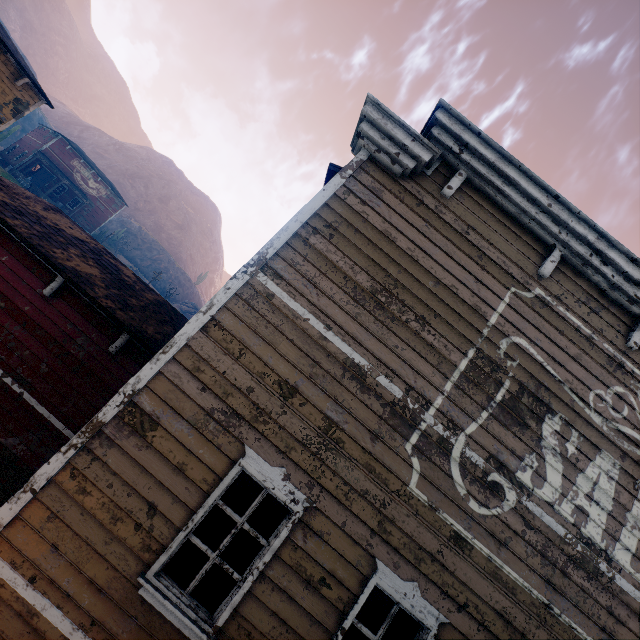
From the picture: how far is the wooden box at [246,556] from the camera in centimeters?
405cm

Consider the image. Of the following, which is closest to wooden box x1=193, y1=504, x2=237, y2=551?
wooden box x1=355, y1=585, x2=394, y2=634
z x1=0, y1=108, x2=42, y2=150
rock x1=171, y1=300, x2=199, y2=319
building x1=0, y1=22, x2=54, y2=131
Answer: building x1=0, y1=22, x2=54, y2=131

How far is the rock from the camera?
54.6m

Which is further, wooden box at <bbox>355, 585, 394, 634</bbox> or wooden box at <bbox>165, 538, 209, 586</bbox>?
wooden box at <bbox>355, 585, 394, 634</bbox>

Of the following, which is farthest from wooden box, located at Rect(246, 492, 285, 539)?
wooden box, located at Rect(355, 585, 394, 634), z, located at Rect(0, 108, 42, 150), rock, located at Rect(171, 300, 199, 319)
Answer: rock, located at Rect(171, 300, 199, 319)

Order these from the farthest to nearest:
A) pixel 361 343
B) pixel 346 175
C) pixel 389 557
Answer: pixel 346 175
pixel 361 343
pixel 389 557

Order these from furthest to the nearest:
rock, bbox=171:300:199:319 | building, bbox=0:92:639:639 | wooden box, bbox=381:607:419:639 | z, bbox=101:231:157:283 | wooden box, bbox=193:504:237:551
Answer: rock, bbox=171:300:199:319 < z, bbox=101:231:157:283 < wooden box, bbox=381:607:419:639 < wooden box, bbox=193:504:237:551 < building, bbox=0:92:639:639

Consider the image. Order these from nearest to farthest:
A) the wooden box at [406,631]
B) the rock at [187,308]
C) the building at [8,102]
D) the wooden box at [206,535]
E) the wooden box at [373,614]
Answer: the wooden box at [206,535]
the wooden box at [406,631]
the wooden box at [373,614]
the building at [8,102]
the rock at [187,308]
